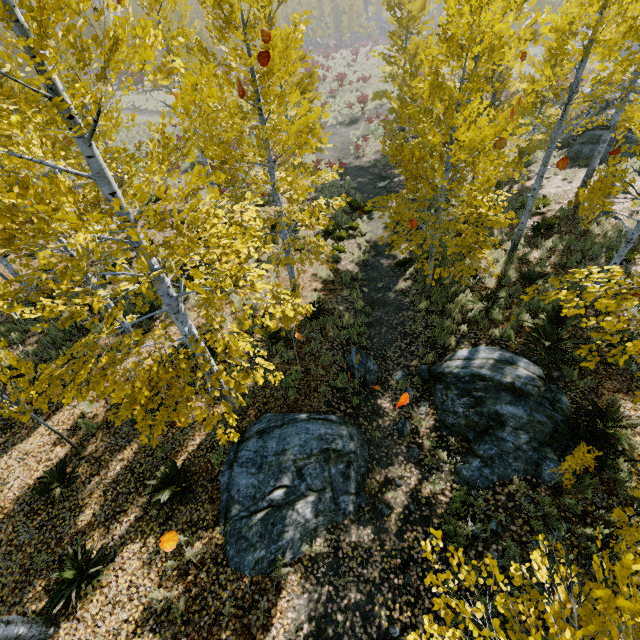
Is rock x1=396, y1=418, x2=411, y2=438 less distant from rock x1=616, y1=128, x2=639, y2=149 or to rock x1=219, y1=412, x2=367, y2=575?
rock x1=616, y1=128, x2=639, y2=149

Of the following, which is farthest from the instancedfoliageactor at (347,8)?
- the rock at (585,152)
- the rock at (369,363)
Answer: the rock at (585,152)

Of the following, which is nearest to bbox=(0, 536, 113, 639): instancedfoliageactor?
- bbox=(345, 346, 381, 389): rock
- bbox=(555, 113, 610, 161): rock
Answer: bbox=(345, 346, 381, 389): rock

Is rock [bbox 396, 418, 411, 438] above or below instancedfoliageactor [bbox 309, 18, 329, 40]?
below

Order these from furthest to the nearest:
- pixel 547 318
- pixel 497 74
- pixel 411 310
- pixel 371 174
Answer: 1. pixel 371 174
2. pixel 411 310
3. pixel 497 74
4. pixel 547 318

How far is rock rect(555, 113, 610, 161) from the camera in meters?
16.2

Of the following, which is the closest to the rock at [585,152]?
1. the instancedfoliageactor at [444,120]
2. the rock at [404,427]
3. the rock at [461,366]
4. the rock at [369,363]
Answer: the instancedfoliageactor at [444,120]

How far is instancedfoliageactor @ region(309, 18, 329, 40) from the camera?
54.16m
